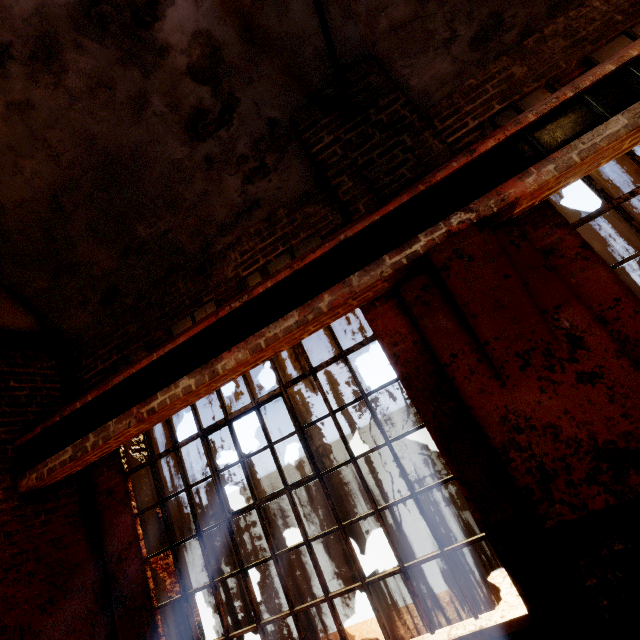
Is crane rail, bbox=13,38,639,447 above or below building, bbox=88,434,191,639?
above

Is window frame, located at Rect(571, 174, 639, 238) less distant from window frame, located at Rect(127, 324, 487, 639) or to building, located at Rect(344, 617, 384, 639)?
building, located at Rect(344, 617, 384, 639)

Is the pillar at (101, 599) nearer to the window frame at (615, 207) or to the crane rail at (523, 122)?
the crane rail at (523, 122)

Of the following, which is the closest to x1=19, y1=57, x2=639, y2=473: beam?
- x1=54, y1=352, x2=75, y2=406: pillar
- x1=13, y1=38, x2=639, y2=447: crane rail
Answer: x1=13, y1=38, x2=639, y2=447: crane rail

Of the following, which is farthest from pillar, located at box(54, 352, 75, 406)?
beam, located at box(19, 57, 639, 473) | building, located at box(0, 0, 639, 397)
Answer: beam, located at box(19, 57, 639, 473)

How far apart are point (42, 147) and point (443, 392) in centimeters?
462cm

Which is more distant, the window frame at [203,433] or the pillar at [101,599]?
the pillar at [101,599]

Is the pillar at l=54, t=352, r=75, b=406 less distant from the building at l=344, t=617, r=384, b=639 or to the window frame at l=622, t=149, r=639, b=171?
the building at l=344, t=617, r=384, b=639
